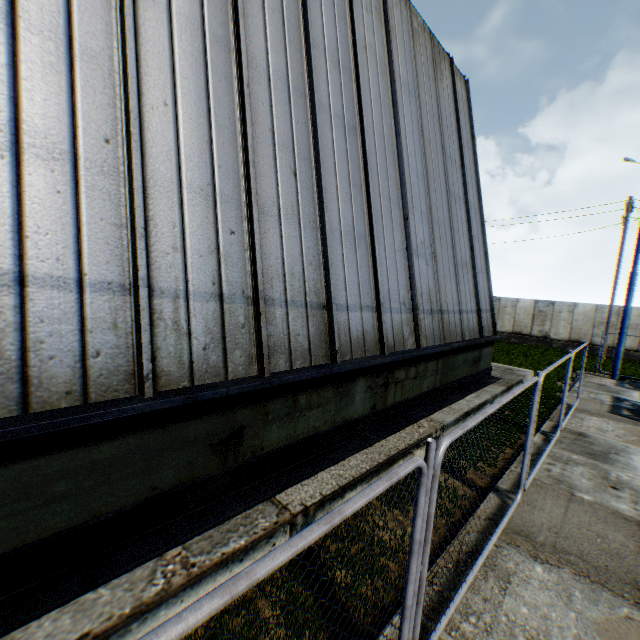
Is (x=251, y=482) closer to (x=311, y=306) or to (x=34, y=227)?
(x=311, y=306)

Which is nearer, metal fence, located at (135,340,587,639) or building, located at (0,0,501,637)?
metal fence, located at (135,340,587,639)

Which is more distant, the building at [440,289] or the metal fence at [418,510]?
the building at [440,289]
